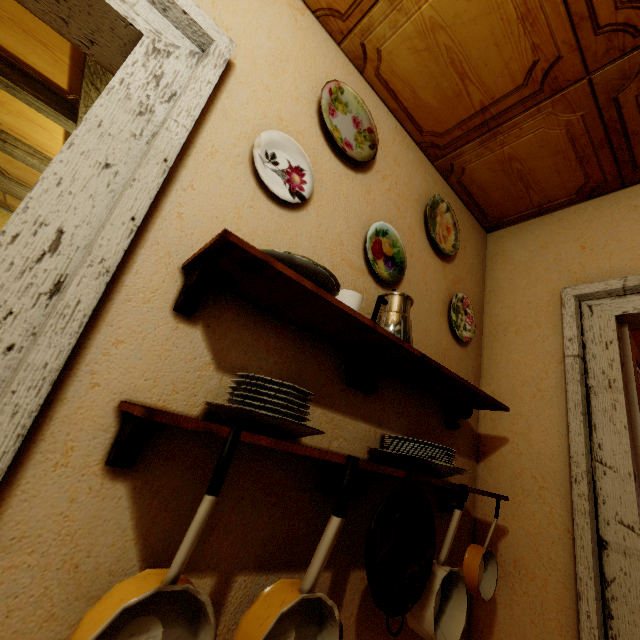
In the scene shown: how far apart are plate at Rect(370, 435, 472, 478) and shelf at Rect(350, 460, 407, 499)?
0.0m

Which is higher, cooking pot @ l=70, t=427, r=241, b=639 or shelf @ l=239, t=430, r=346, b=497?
shelf @ l=239, t=430, r=346, b=497

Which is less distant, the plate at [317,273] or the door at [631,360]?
the plate at [317,273]

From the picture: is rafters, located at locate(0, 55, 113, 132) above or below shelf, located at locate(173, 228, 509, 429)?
above

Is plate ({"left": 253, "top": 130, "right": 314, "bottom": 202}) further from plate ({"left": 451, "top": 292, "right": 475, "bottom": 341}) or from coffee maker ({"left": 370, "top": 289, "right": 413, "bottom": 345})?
plate ({"left": 451, "top": 292, "right": 475, "bottom": 341})

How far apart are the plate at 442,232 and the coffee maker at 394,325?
0.6m

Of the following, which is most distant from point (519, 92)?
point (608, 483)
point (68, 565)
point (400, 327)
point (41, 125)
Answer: point (41, 125)

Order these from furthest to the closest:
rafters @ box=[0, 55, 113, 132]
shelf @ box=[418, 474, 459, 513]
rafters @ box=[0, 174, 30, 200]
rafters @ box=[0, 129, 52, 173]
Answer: rafters @ box=[0, 174, 30, 200], rafters @ box=[0, 129, 52, 173], rafters @ box=[0, 55, 113, 132], shelf @ box=[418, 474, 459, 513]
